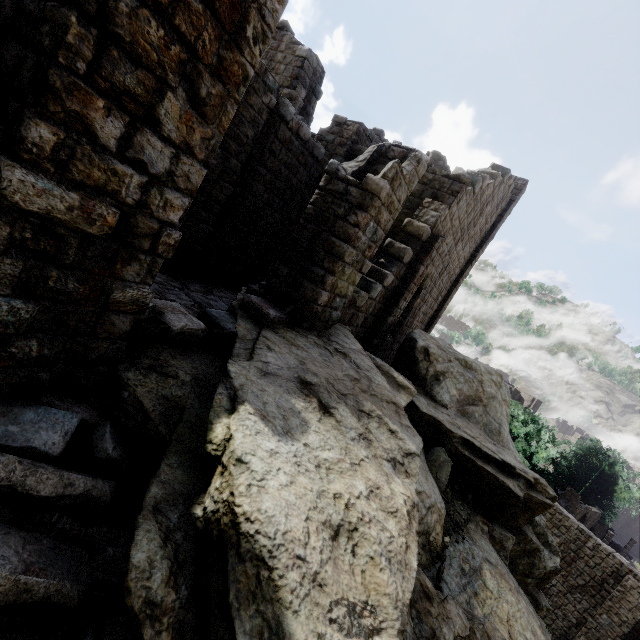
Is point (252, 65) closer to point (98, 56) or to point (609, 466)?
point (98, 56)

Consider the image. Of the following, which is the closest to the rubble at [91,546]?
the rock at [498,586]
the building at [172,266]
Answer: the rock at [498,586]

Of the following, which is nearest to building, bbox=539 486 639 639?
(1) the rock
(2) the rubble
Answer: (1) the rock

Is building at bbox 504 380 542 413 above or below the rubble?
above

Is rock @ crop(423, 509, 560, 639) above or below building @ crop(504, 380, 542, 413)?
below
